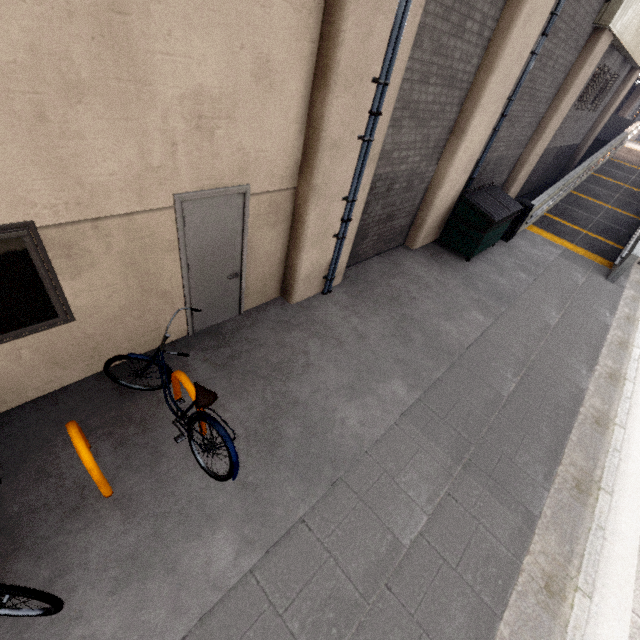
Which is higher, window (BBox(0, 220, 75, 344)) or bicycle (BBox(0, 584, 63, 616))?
window (BBox(0, 220, 75, 344))

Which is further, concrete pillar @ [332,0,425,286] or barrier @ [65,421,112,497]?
concrete pillar @ [332,0,425,286]

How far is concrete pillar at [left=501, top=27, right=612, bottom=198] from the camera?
8.98m

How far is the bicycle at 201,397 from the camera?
3.1 meters

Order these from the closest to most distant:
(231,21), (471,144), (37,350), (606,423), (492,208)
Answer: (231,21) → (37,350) → (606,423) → (471,144) → (492,208)

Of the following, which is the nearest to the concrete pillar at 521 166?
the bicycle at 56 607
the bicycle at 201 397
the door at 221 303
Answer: the door at 221 303

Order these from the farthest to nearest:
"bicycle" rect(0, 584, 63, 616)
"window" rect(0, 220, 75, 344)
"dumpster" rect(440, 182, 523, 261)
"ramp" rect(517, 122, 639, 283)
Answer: "ramp" rect(517, 122, 639, 283) → "dumpster" rect(440, 182, 523, 261) → "window" rect(0, 220, 75, 344) → "bicycle" rect(0, 584, 63, 616)

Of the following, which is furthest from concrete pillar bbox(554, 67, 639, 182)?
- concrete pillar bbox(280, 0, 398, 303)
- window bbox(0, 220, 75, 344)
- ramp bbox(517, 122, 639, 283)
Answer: window bbox(0, 220, 75, 344)
